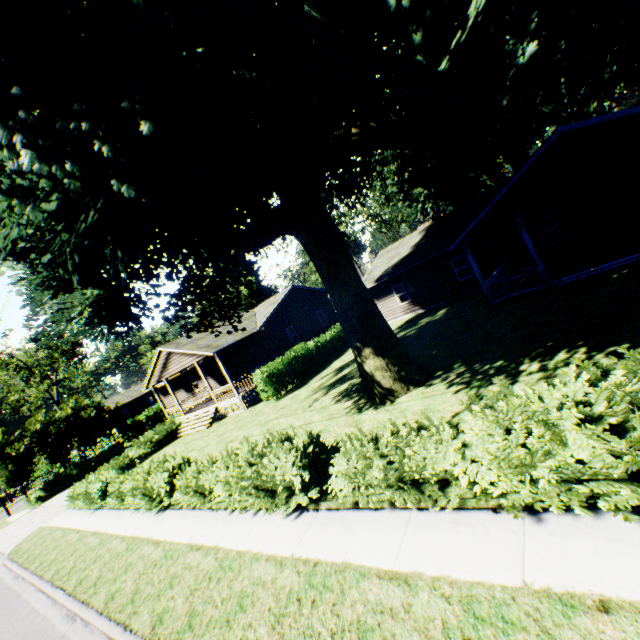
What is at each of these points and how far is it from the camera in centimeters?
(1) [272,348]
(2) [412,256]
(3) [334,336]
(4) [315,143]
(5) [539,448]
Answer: (1) house, 2548cm
(2) house, 2323cm
(3) hedge, 2512cm
(4) plant, 903cm
(5) hedge, 457cm

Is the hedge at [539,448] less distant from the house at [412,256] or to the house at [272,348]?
the house at [412,256]

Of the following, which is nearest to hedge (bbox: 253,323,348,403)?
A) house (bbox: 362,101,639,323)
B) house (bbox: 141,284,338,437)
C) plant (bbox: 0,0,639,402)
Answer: house (bbox: 141,284,338,437)

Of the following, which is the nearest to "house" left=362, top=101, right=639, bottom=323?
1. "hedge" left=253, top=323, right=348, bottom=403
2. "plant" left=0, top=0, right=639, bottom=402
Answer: "plant" left=0, top=0, right=639, bottom=402

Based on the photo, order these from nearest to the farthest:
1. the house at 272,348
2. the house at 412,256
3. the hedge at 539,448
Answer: the hedge at 539,448
the house at 412,256
the house at 272,348

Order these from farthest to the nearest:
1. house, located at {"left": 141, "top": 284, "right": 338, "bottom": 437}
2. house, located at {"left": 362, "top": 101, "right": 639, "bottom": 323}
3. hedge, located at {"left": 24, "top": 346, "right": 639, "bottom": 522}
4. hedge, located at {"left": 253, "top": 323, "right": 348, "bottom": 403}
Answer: house, located at {"left": 141, "top": 284, "right": 338, "bottom": 437}
hedge, located at {"left": 253, "top": 323, "right": 348, "bottom": 403}
house, located at {"left": 362, "top": 101, "right": 639, "bottom": 323}
hedge, located at {"left": 24, "top": 346, "right": 639, "bottom": 522}

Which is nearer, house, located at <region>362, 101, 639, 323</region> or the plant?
the plant

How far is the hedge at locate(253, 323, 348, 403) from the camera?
19.6 meters
